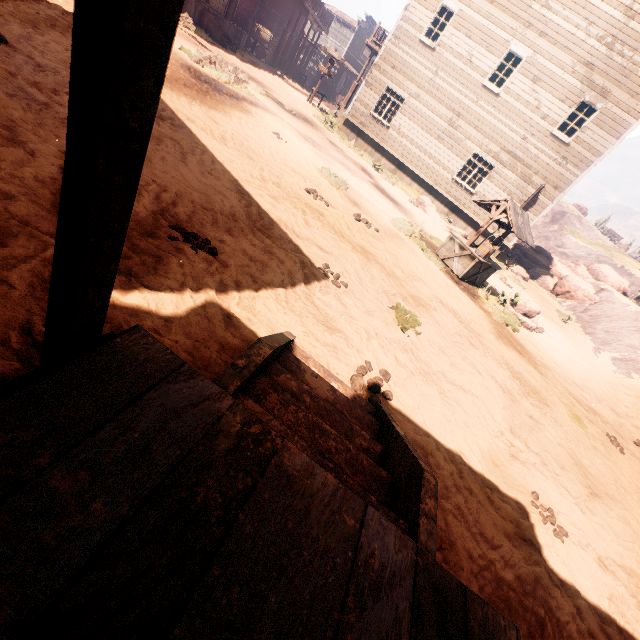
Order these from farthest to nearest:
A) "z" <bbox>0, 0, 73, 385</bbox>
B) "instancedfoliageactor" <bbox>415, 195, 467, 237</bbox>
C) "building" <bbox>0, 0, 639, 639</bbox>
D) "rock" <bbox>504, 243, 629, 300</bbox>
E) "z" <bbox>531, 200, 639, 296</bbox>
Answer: "z" <bbox>531, 200, 639, 296</bbox>
"rock" <bbox>504, 243, 629, 300</bbox>
"instancedfoliageactor" <bbox>415, 195, 467, 237</bbox>
"z" <bbox>0, 0, 73, 385</bbox>
"building" <bbox>0, 0, 639, 639</bbox>

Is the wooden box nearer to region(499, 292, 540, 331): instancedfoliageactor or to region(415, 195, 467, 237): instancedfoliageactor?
region(415, 195, 467, 237): instancedfoliageactor

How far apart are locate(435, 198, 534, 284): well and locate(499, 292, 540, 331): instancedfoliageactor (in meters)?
0.82

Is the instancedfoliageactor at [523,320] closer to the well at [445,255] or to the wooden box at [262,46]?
the well at [445,255]

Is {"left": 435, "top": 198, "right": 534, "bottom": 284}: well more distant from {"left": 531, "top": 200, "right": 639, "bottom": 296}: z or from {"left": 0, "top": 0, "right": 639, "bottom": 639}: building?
{"left": 0, "top": 0, "right": 639, "bottom": 639}: building

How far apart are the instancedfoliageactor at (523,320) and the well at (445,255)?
0.8m

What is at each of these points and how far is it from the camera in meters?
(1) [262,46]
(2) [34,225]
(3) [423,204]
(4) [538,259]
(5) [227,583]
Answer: (1) wooden box, 24.3
(2) z, 2.3
(3) instancedfoliageactor, 15.6
(4) rock, 23.0
(5) building, 0.9

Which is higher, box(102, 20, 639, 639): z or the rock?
the rock
